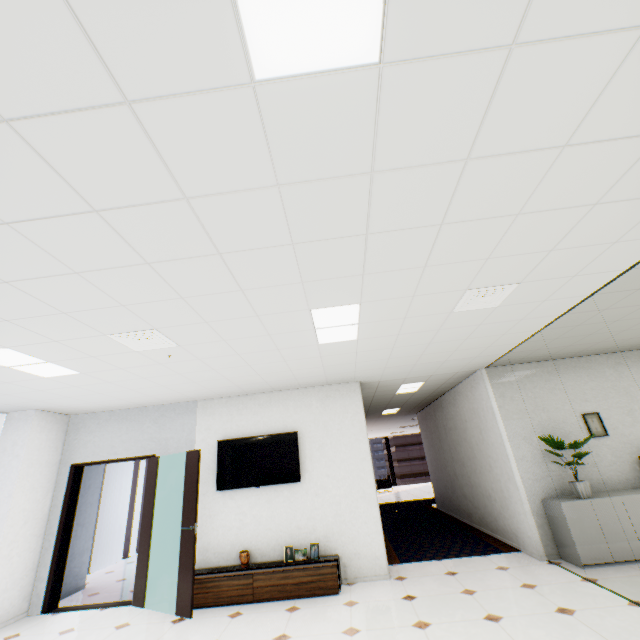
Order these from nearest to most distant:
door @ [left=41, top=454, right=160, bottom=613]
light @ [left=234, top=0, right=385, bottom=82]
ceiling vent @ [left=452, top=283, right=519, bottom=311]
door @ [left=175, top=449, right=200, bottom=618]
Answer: light @ [left=234, top=0, right=385, bottom=82], ceiling vent @ [left=452, top=283, right=519, bottom=311], door @ [left=175, top=449, right=200, bottom=618], door @ [left=41, top=454, right=160, bottom=613]

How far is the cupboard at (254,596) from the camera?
4.45m

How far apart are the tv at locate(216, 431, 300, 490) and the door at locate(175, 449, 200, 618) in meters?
0.6 m

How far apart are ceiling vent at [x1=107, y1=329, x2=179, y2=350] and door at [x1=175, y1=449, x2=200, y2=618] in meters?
2.2

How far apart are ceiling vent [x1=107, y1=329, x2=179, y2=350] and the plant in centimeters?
563cm

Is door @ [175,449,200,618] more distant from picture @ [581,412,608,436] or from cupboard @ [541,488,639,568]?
picture @ [581,412,608,436]

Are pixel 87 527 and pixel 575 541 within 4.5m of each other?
no

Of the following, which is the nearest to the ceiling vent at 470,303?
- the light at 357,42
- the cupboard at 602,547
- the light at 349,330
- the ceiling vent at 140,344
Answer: the light at 349,330
